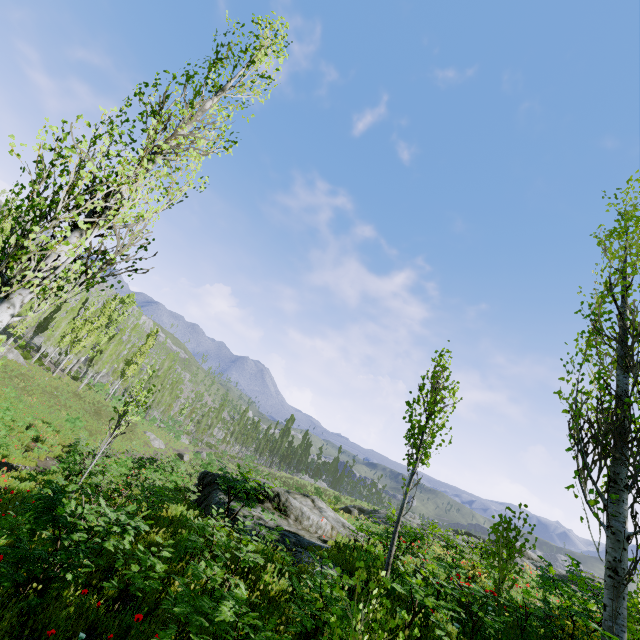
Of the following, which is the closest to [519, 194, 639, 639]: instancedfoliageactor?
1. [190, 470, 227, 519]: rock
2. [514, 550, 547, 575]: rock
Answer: [514, 550, 547, 575]: rock

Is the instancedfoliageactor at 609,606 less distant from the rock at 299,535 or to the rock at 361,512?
the rock at 299,535

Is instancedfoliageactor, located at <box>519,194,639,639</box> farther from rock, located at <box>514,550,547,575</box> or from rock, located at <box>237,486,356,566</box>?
rock, located at <box>237,486,356,566</box>

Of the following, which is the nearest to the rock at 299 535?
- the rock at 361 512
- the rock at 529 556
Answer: the rock at 361 512

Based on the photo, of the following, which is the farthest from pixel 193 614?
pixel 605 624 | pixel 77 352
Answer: pixel 77 352

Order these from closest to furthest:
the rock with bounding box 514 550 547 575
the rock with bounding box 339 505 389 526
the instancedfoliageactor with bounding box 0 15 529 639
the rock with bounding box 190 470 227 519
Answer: the instancedfoliageactor with bounding box 0 15 529 639 < the rock with bounding box 190 470 227 519 < the rock with bounding box 514 550 547 575 < the rock with bounding box 339 505 389 526

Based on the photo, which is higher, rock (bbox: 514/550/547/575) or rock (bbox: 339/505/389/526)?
rock (bbox: 514/550/547/575)

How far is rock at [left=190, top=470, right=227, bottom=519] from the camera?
11.5m
